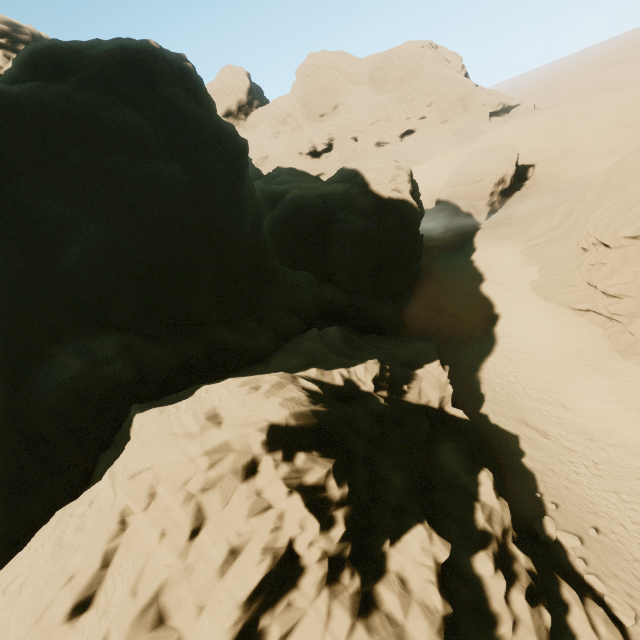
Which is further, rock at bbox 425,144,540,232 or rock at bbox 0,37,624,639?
rock at bbox 425,144,540,232

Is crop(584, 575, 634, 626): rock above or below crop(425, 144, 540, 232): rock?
below

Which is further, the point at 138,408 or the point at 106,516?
the point at 138,408

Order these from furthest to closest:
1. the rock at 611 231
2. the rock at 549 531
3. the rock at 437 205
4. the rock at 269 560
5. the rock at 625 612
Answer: the rock at 437 205 < the rock at 611 231 < the rock at 549 531 < the rock at 625 612 < the rock at 269 560

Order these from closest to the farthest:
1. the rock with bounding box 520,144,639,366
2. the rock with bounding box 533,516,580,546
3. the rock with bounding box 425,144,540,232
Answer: the rock with bounding box 533,516,580,546 → the rock with bounding box 520,144,639,366 → the rock with bounding box 425,144,540,232

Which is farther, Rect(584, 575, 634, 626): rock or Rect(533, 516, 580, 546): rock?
Rect(533, 516, 580, 546): rock

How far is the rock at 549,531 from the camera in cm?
1239
